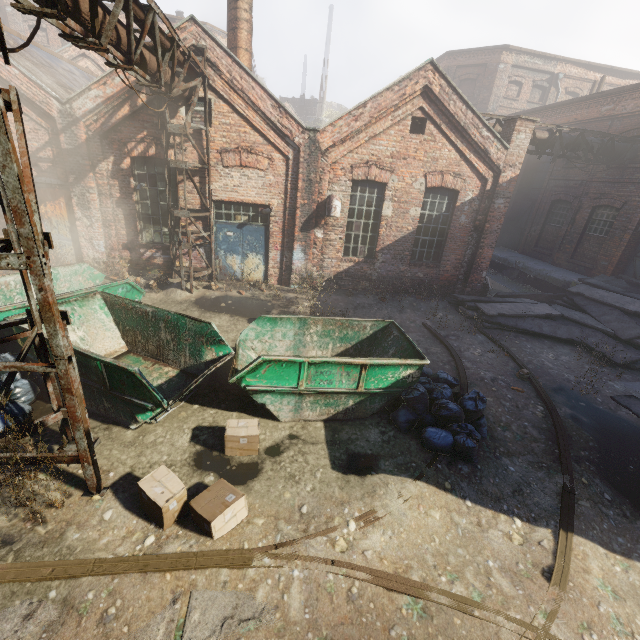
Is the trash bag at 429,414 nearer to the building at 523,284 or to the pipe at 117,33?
the pipe at 117,33

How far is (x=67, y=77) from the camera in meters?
12.1

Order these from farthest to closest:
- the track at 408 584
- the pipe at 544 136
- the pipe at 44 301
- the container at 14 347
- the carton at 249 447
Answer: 1. the pipe at 544 136
2. the container at 14 347
3. the carton at 249 447
4. the track at 408 584
5. the pipe at 44 301

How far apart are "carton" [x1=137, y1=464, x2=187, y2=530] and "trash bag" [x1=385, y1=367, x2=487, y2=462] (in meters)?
2.99

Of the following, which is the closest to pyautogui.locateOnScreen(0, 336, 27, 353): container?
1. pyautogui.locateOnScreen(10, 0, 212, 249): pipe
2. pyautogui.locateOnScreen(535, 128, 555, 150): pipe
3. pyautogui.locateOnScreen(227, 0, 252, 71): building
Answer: pyautogui.locateOnScreen(10, 0, 212, 249): pipe

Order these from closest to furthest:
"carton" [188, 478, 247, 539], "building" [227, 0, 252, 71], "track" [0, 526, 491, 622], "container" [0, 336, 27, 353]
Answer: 1. "track" [0, 526, 491, 622]
2. "carton" [188, 478, 247, 539]
3. "container" [0, 336, 27, 353]
4. "building" [227, 0, 252, 71]

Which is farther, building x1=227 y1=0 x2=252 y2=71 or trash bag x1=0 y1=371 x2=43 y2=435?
building x1=227 y1=0 x2=252 y2=71

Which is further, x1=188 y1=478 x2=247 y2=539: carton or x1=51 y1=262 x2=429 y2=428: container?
x1=51 y1=262 x2=429 y2=428: container
